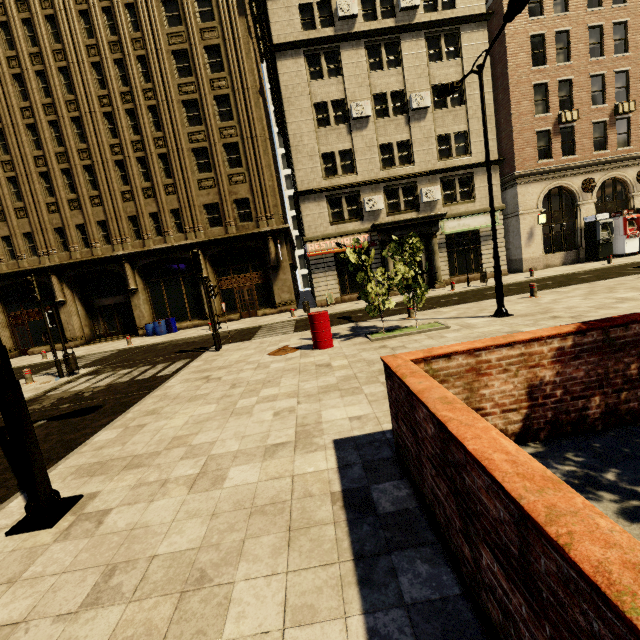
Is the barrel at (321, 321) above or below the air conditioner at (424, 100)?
below

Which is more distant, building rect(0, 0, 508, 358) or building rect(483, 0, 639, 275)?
building rect(483, 0, 639, 275)

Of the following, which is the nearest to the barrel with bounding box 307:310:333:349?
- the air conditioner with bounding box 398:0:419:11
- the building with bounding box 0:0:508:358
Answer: the building with bounding box 0:0:508:358

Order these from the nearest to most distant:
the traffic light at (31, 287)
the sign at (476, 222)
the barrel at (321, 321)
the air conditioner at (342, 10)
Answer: the barrel at (321, 321) < the traffic light at (31, 287) < the air conditioner at (342, 10) < the sign at (476, 222)

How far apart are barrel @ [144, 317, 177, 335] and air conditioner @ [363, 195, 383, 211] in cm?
1507

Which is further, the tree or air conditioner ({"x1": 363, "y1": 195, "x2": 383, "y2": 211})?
air conditioner ({"x1": 363, "y1": 195, "x2": 383, "y2": 211})

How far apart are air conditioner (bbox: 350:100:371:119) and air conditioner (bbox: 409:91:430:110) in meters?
2.7 m

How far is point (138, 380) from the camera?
10.0m
